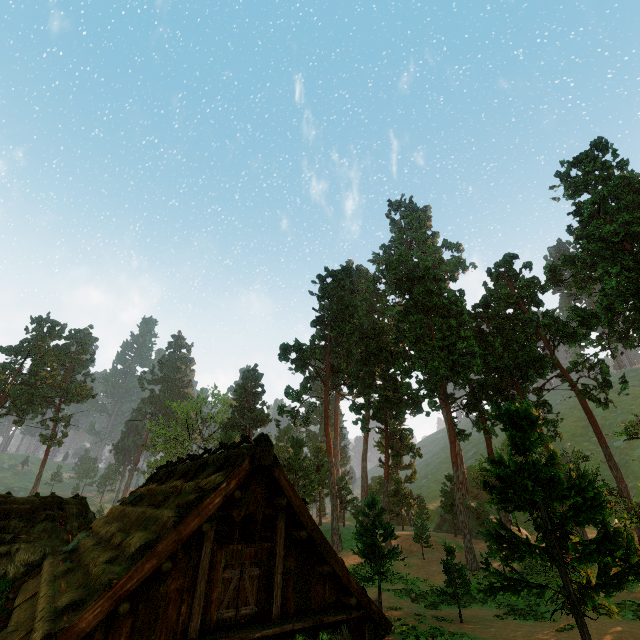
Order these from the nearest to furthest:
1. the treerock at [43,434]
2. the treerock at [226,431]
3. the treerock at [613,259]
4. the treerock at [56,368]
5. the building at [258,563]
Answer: the building at [258,563], the treerock at [613,259], the treerock at [226,431], the treerock at [43,434], the treerock at [56,368]

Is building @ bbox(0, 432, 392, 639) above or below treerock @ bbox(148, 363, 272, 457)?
below

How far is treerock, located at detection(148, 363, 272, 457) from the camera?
50.12m

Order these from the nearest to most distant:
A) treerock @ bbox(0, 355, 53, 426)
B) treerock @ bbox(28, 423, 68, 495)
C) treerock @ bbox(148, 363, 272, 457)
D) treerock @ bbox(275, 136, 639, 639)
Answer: treerock @ bbox(275, 136, 639, 639) → treerock @ bbox(148, 363, 272, 457) → treerock @ bbox(0, 355, 53, 426) → treerock @ bbox(28, 423, 68, 495)

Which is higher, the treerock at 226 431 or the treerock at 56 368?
the treerock at 56 368

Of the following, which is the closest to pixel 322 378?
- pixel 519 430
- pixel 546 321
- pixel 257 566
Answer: pixel 546 321
